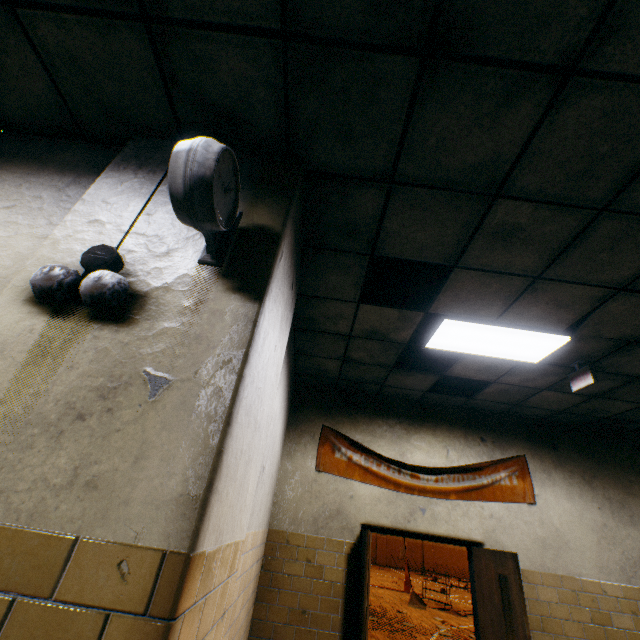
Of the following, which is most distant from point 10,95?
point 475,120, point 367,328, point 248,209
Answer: point 367,328

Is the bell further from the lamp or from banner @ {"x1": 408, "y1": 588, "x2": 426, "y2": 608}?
banner @ {"x1": 408, "y1": 588, "x2": 426, "y2": 608}

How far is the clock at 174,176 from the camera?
1.2m

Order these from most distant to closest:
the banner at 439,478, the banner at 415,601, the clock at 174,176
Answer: the banner at 415,601 < the banner at 439,478 < the clock at 174,176

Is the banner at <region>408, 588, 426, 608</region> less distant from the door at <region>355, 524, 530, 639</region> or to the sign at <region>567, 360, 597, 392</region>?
the door at <region>355, 524, 530, 639</region>

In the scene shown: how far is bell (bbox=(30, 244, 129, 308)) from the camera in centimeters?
125cm

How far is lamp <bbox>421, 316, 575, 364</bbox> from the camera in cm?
320

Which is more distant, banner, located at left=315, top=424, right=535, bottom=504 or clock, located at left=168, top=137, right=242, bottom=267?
banner, located at left=315, top=424, right=535, bottom=504
